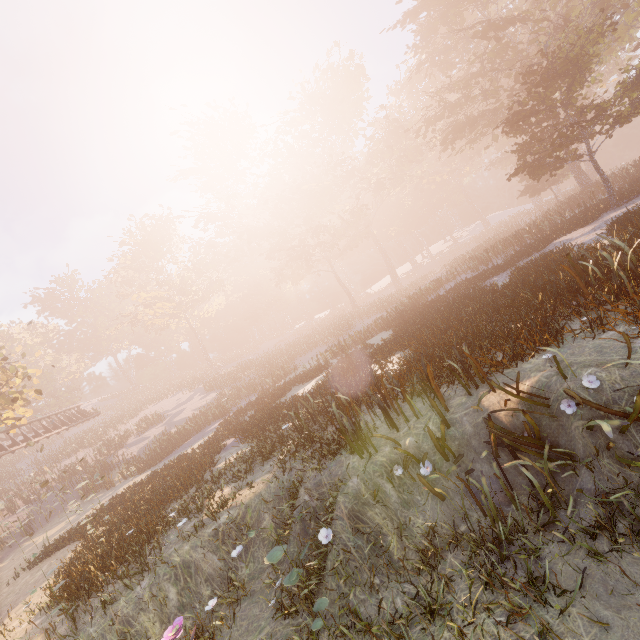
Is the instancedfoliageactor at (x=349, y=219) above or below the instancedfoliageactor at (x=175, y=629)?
above

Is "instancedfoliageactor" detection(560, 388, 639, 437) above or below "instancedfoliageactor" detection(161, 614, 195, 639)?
above

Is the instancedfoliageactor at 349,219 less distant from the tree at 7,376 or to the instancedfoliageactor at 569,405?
the instancedfoliageactor at 569,405

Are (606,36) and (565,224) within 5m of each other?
no

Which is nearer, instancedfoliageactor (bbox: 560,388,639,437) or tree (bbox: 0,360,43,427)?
instancedfoliageactor (bbox: 560,388,639,437)

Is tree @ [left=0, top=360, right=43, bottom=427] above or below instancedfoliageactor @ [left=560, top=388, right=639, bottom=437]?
above

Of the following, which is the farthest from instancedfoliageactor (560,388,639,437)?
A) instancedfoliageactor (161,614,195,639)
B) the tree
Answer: the tree

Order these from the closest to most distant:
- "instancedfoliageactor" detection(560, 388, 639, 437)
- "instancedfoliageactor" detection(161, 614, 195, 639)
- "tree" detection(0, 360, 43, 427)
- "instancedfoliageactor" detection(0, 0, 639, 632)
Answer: "instancedfoliageactor" detection(560, 388, 639, 437) → "instancedfoliageactor" detection(161, 614, 195, 639) → "instancedfoliageactor" detection(0, 0, 639, 632) → "tree" detection(0, 360, 43, 427)
